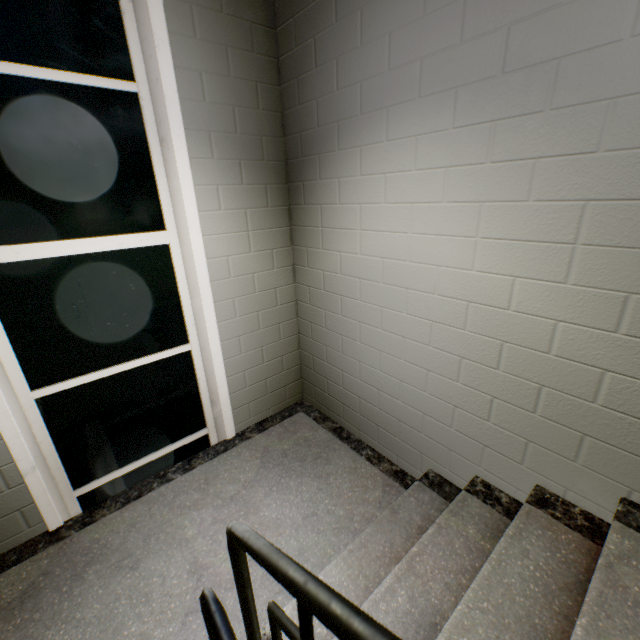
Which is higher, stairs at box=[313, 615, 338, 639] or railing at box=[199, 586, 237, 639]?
railing at box=[199, 586, 237, 639]

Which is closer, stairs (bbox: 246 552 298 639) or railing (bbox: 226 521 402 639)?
railing (bbox: 226 521 402 639)

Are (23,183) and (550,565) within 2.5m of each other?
no

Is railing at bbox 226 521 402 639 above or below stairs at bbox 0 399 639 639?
above

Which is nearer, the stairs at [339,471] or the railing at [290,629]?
the railing at [290,629]
